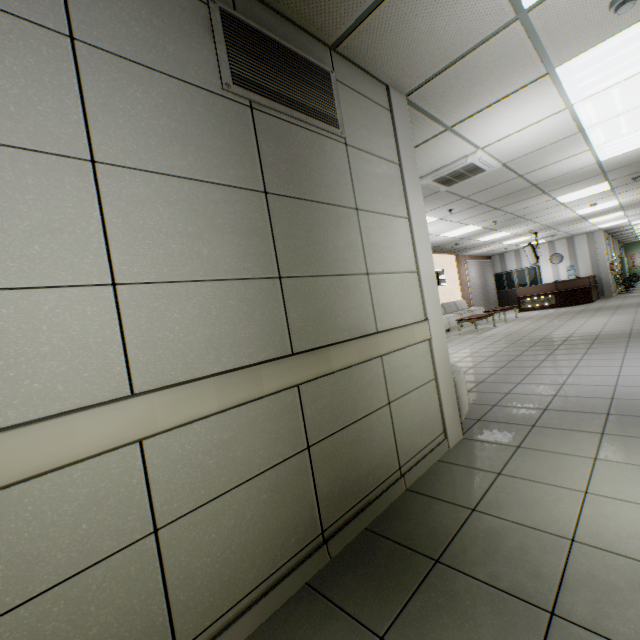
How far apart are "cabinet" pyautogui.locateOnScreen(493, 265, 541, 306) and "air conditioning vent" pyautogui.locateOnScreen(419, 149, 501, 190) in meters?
14.6

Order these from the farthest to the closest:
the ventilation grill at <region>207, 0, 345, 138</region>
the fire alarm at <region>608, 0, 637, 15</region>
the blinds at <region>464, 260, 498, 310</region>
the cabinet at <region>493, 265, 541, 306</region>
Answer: the cabinet at <region>493, 265, 541, 306</region> < the blinds at <region>464, 260, 498, 310</region> < the fire alarm at <region>608, 0, 637, 15</region> < the ventilation grill at <region>207, 0, 345, 138</region>

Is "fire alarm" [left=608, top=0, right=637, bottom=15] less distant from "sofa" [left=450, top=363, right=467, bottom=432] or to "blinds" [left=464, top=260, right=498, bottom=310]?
"sofa" [left=450, top=363, right=467, bottom=432]

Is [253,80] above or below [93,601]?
above

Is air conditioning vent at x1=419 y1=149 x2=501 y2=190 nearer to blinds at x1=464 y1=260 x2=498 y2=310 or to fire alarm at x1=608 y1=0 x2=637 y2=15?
fire alarm at x1=608 y1=0 x2=637 y2=15

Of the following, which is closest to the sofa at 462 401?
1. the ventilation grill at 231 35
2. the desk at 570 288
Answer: the ventilation grill at 231 35

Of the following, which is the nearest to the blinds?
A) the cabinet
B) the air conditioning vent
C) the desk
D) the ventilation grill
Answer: the cabinet

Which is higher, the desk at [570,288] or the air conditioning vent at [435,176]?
the air conditioning vent at [435,176]
